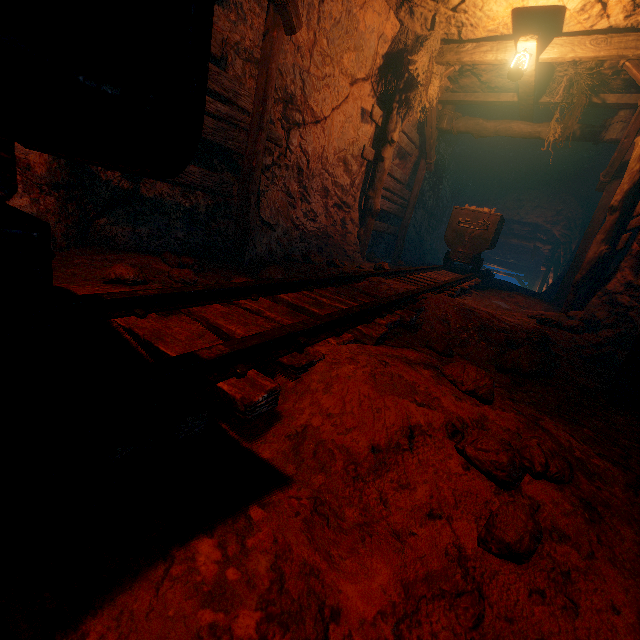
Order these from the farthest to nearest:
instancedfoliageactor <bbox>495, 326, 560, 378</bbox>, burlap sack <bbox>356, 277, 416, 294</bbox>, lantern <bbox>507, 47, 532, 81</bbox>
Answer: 1. lantern <bbox>507, 47, 532, 81</bbox>
2. burlap sack <bbox>356, 277, 416, 294</bbox>
3. instancedfoliageactor <bbox>495, 326, 560, 378</bbox>

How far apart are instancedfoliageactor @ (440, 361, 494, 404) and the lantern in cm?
567

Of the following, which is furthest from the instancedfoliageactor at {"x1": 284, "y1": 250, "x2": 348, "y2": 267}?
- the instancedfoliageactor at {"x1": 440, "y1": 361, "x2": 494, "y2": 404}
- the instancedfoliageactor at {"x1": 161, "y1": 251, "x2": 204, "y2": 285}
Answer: the instancedfoliageactor at {"x1": 440, "y1": 361, "x2": 494, "y2": 404}

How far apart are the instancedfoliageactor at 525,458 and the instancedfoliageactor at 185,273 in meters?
2.4

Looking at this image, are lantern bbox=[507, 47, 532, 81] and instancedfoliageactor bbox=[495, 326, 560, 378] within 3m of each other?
no

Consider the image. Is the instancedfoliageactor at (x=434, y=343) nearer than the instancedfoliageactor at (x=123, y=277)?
No

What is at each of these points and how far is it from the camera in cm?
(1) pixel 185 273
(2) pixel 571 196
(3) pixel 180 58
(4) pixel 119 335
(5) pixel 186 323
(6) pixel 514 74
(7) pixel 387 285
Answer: (1) instancedfoliageactor, 275
(2) z, 1204
(3) tracks, 66
(4) burlap sack, 148
(5) burlap sack, 179
(6) lantern, 508
(7) burlap sack, 387

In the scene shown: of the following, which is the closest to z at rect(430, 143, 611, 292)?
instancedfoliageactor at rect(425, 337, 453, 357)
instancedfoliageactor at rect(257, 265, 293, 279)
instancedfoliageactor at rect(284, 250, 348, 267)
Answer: instancedfoliageactor at rect(284, 250, 348, 267)
